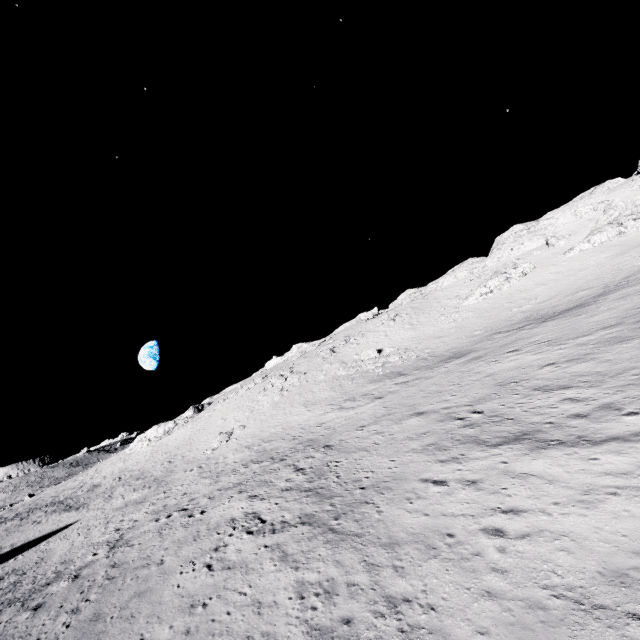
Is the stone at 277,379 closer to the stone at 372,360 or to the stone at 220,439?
the stone at 372,360

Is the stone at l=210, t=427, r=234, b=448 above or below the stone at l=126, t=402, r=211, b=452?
below

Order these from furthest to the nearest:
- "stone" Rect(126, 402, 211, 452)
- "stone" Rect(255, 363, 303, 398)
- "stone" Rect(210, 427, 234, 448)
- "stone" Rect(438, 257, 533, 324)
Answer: "stone" Rect(126, 402, 211, 452), "stone" Rect(438, 257, 533, 324), "stone" Rect(255, 363, 303, 398), "stone" Rect(210, 427, 234, 448)

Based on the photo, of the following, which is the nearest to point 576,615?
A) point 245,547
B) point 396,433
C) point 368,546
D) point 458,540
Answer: point 458,540

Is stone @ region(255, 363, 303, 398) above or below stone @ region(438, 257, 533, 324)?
below

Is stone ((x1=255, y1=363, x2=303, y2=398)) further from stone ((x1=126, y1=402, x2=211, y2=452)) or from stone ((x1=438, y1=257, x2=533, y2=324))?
stone ((x1=438, y1=257, x2=533, y2=324))

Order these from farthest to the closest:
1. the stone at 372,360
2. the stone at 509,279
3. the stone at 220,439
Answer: the stone at 509,279, the stone at 372,360, the stone at 220,439

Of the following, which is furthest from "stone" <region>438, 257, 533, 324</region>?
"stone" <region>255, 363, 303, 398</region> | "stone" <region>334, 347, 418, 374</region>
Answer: "stone" <region>255, 363, 303, 398</region>
